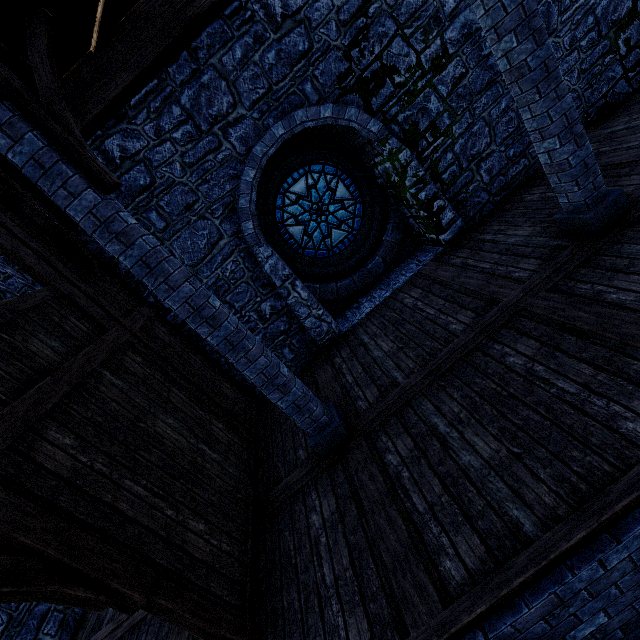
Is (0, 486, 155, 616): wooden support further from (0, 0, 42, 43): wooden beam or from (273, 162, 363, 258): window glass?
(273, 162, 363, 258): window glass

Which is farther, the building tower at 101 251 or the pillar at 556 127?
the building tower at 101 251

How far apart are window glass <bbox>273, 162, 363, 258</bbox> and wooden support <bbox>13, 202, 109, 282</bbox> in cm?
342

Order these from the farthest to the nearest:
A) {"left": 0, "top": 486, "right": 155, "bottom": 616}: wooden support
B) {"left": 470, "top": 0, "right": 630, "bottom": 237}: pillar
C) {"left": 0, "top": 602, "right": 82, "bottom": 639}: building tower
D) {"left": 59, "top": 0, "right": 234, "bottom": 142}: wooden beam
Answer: {"left": 0, "top": 602, "right": 82, "bottom": 639}: building tower < {"left": 59, "top": 0, "right": 234, "bottom": 142}: wooden beam < {"left": 470, "top": 0, "right": 630, "bottom": 237}: pillar < {"left": 0, "top": 486, "right": 155, "bottom": 616}: wooden support

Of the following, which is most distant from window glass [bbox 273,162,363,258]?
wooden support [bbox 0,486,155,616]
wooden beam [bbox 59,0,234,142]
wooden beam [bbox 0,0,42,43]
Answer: wooden support [bbox 0,486,155,616]

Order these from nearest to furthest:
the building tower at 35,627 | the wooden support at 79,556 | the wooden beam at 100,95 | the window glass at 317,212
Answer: the wooden support at 79,556 < the wooden beam at 100,95 < the building tower at 35,627 < the window glass at 317,212

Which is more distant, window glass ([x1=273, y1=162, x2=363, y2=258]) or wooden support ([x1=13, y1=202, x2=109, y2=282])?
window glass ([x1=273, y1=162, x2=363, y2=258])

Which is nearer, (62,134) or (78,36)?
(62,134)
